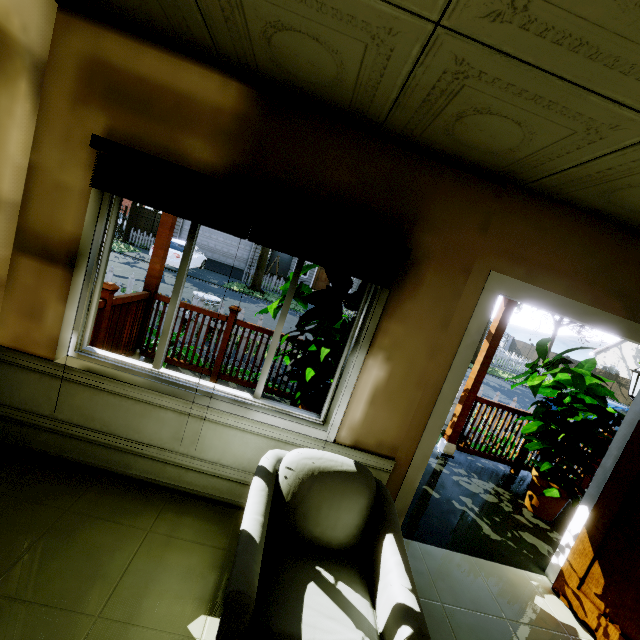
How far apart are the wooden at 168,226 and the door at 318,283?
24.12m

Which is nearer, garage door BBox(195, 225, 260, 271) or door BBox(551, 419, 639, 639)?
door BBox(551, 419, 639, 639)

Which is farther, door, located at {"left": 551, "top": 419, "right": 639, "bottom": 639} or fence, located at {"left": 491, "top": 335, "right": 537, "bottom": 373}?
fence, located at {"left": 491, "top": 335, "right": 537, "bottom": 373}

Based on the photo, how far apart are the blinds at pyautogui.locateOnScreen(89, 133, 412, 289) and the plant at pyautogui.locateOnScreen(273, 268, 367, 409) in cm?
66

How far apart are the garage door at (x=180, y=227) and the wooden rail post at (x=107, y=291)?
19.9m

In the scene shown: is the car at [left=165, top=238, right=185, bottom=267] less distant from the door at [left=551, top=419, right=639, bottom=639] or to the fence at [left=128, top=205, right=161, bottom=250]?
the fence at [left=128, top=205, right=161, bottom=250]

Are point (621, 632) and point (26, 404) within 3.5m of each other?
A: no

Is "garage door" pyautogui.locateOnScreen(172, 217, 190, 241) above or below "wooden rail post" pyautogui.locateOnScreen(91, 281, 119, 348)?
above
